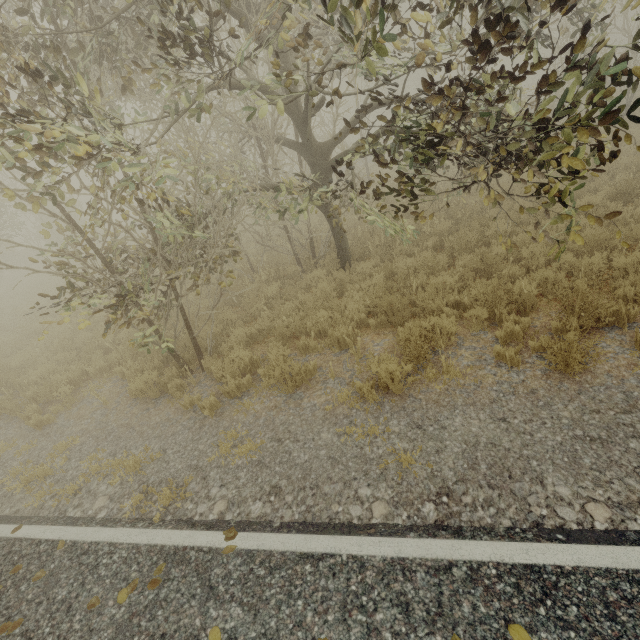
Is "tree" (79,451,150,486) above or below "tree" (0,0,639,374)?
below

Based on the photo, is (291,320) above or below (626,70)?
below

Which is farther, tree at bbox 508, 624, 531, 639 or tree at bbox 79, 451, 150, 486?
tree at bbox 79, 451, 150, 486

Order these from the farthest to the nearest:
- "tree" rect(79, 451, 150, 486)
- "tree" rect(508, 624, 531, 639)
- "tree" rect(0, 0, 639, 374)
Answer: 1. "tree" rect(79, 451, 150, 486)
2. "tree" rect(0, 0, 639, 374)
3. "tree" rect(508, 624, 531, 639)

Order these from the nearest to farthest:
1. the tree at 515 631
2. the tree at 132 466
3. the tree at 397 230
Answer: the tree at 515 631
the tree at 397 230
the tree at 132 466

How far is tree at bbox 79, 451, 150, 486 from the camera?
4.8 meters

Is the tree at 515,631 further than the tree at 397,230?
No
